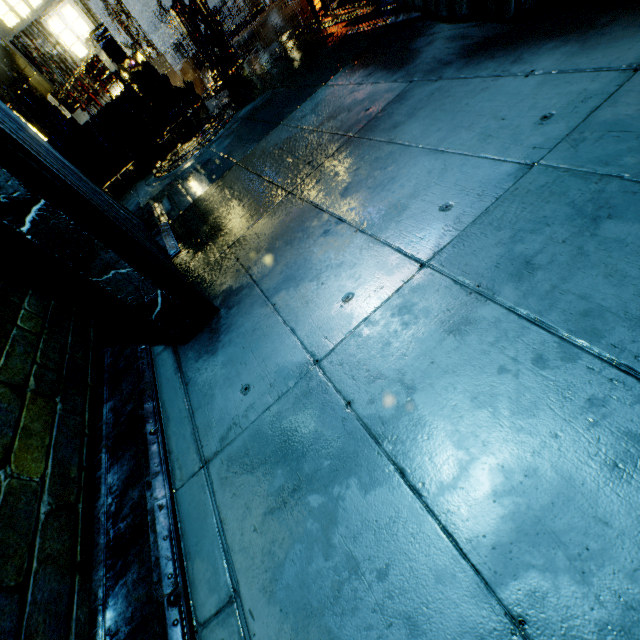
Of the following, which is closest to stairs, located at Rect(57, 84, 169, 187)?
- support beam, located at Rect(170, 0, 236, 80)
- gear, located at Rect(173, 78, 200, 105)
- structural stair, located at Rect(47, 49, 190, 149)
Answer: structural stair, located at Rect(47, 49, 190, 149)

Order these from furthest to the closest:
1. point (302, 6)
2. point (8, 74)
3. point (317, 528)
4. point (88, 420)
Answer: point (8, 74) < point (302, 6) < point (88, 420) < point (317, 528)

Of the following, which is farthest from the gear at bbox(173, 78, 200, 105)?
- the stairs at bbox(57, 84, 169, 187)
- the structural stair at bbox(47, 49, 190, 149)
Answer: the stairs at bbox(57, 84, 169, 187)

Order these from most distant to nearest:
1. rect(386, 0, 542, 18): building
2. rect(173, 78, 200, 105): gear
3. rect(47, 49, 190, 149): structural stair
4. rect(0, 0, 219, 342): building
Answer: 1. rect(173, 78, 200, 105): gear
2. rect(47, 49, 190, 149): structural stair
3. rect(386, 0, 542, 18): building
4. rect(0, 0, 219, 342): building

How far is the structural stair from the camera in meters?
9.9

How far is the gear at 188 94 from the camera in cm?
1130

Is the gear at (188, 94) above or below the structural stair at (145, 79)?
below

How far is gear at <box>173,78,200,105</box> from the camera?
11.30m
